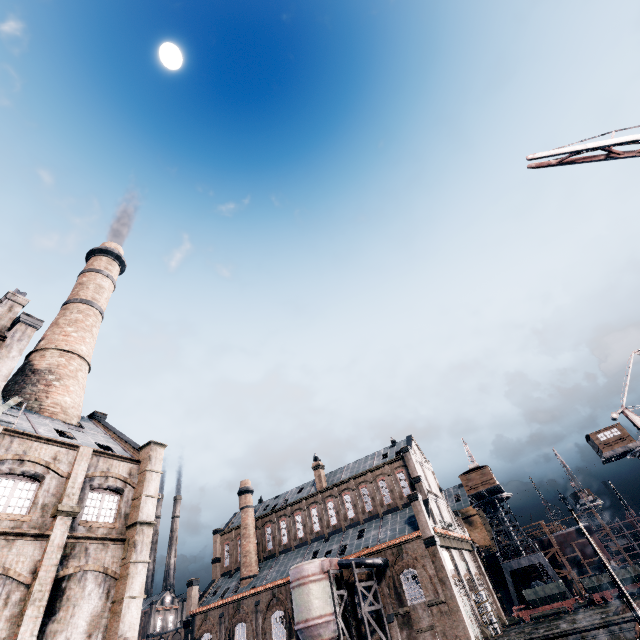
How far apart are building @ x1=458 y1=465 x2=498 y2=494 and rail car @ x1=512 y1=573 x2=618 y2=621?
12.8m

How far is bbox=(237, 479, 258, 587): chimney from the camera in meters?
46.8

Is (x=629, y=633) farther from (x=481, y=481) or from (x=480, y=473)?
(x=480, y=473)

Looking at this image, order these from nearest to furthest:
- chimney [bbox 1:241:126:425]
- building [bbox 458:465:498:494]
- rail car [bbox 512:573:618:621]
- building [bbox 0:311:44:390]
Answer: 1. building [bbox 0:311:44:390]
2. chimney [bbox 1:241:126:425]
3. rail car [bbox 512:573:618:621]
4. building [bbox 458:465:498:494]

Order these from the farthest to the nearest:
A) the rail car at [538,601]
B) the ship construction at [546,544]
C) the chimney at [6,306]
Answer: the ship construction at [546,544] → the rail car at [538,601] → the chimney at [6,306]

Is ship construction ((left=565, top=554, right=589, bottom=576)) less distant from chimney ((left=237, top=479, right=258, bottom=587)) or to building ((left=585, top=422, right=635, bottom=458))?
building ((left=585, top=422, right=635, bottom=458))

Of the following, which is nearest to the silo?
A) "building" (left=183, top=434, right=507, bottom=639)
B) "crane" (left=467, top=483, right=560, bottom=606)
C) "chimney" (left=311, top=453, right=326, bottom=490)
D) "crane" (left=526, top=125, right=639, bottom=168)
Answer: "building" (left=183, top=434, right=507, bottom=639)

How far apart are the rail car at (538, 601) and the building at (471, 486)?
12.77m
